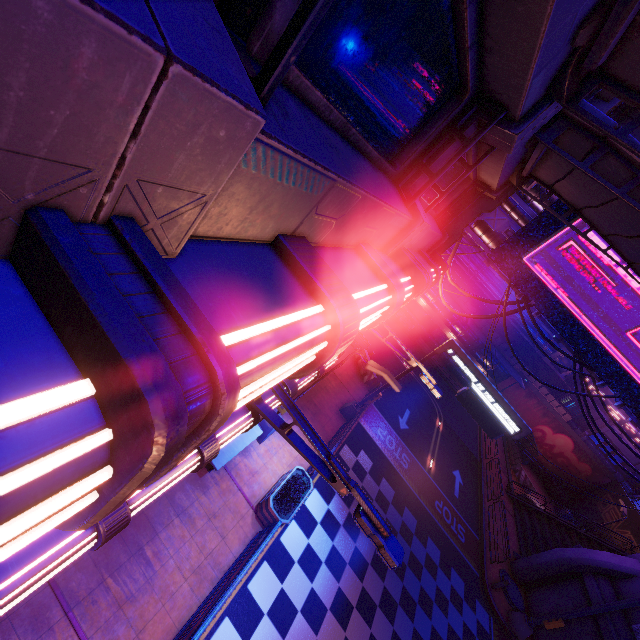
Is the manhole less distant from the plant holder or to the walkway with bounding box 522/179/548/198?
the walkway with bounding box 522/179/548/198

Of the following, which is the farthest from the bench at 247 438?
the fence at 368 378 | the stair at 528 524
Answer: the stair at 528 524

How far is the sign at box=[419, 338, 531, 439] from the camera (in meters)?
14.48

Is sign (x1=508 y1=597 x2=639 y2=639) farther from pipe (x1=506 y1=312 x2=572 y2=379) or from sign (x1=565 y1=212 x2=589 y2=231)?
pipe (x1=506 y1=312 x2=572 y2=379)

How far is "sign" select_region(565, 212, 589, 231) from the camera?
12.2m

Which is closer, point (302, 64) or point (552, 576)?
point (302, 64)

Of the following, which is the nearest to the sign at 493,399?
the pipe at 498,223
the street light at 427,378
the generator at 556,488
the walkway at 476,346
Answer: the pipe at 498,223

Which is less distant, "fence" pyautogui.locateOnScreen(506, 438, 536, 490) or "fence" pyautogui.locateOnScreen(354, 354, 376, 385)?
"fence" pyautogui.locateOnScreen(354, 354, 376, 385)
